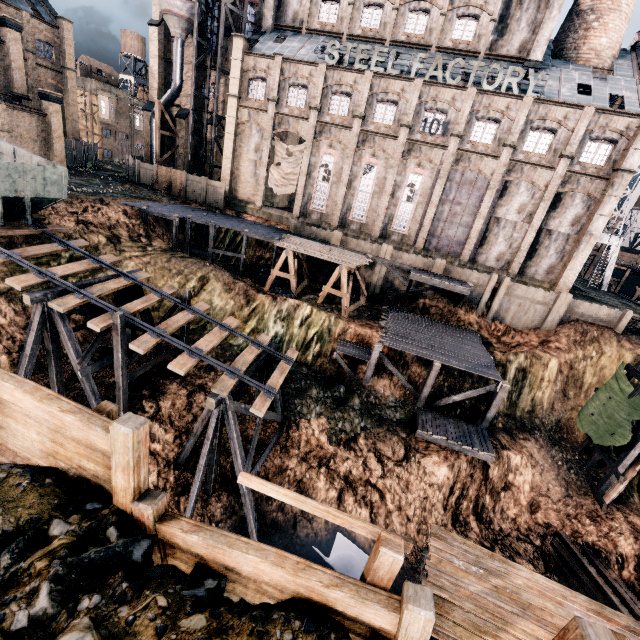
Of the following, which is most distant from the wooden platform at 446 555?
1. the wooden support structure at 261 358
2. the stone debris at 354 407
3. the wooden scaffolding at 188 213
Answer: the wooden scaffolding at 188 213

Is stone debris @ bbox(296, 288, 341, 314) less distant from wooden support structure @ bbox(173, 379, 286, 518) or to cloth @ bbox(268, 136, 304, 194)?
wooden support structure @ bbox(173, 379, 286, 518)

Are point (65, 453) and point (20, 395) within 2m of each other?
yes

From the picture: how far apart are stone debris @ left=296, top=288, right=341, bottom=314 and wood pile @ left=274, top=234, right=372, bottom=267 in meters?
3.5

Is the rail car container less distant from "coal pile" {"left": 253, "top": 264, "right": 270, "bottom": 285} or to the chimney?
"coal pile" {"left": 253, "top": 264, "right": 270, "bottom": 285}

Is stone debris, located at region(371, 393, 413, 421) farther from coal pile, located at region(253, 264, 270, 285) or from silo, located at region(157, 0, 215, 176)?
silo, located at region(157, 0, 215, 176)

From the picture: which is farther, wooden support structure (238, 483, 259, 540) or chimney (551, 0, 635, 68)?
chimney (551, 0, 635, 68)

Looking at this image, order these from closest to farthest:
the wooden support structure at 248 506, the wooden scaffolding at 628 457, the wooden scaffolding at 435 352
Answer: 1. the wooden support structure at 248 506
2. the wooden scaffolding at 628 457
3. the wooden scaffolding at 435 352
